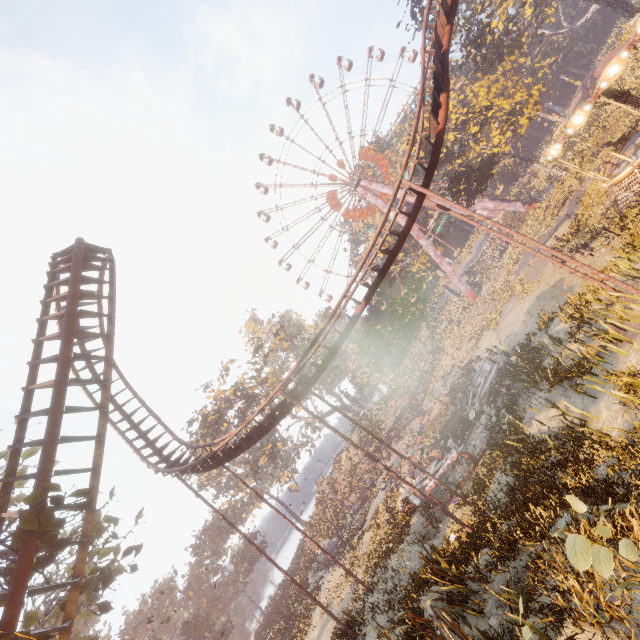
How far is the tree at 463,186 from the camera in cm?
3351

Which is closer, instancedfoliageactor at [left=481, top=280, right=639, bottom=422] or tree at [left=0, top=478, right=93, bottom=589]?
tree at [left=0, top=478, right=93, bottom=589]

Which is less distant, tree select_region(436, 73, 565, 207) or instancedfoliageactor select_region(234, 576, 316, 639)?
instancedfoliageactor select_region(234, 576, 316, 639)

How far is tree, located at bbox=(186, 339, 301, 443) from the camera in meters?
42.2

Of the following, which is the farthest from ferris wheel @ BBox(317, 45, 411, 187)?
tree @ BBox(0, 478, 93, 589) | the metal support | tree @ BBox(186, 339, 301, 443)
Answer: tree @ BBox(0, 478, 93, 589)

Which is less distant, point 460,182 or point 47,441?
point 47,441

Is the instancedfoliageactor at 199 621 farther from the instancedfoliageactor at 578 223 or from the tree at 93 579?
the instancedfoliageactor at 578 223

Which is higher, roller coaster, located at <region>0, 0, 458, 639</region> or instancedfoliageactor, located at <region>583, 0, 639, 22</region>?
roller coaster, located at <region>0, 0, 458, 639</region>
